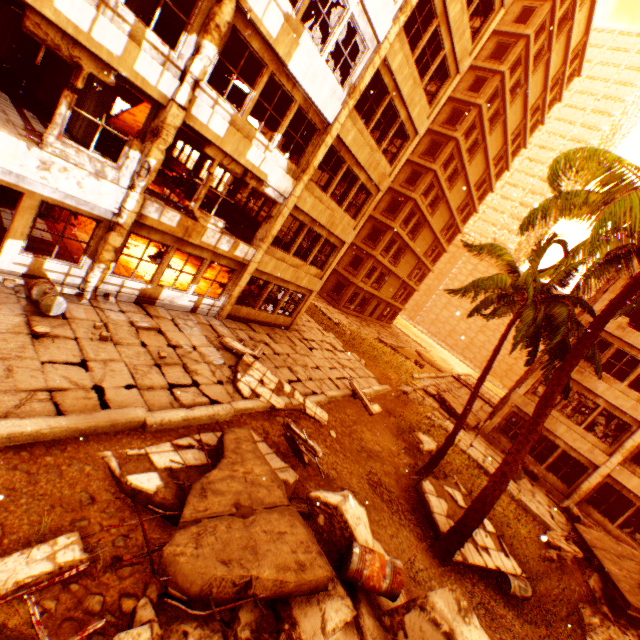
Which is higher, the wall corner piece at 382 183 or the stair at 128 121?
the wall corner piece at 382 183

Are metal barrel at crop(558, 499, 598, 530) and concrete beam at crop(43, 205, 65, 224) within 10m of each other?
no

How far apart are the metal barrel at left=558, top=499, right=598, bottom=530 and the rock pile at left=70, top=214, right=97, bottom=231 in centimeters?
2421cm

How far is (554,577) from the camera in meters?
11.0 m

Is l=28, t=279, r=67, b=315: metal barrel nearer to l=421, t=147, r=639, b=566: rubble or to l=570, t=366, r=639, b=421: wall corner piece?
l=421, t=147, r=639, b=566: rubble

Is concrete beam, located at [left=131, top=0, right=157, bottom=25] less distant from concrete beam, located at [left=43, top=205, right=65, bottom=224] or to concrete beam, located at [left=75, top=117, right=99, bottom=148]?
concrete beam, located at [left=75, top=117, right=99, bottom=148]

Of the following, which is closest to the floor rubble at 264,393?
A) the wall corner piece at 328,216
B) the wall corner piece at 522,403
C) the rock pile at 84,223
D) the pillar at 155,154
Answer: the pillar at 155,154

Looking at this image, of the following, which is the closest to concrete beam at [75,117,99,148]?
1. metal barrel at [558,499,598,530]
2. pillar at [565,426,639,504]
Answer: pillar at [565,426,639,504]
